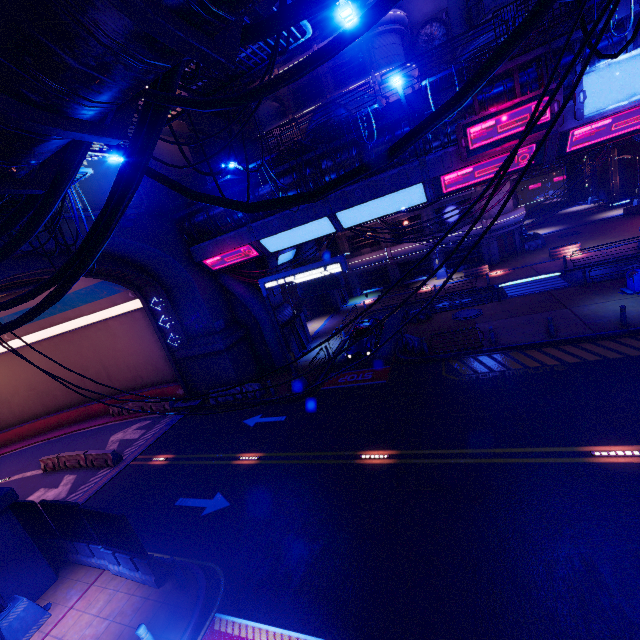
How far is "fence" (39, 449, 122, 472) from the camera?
18.8 meters

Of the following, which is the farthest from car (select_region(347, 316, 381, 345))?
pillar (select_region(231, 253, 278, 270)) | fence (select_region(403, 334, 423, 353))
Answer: pillar (select_region(231, 253, 278, 270))

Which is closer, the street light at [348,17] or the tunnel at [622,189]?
the street light at [348,17]

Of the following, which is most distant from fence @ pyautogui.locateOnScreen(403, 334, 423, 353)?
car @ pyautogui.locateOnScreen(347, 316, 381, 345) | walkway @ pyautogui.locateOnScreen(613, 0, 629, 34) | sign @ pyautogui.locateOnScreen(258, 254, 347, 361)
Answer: walkway @ pyautogui.locateOnScreen(613, 0, 629, 34)

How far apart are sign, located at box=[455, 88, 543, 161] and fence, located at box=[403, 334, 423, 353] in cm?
965

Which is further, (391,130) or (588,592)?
(391,130)

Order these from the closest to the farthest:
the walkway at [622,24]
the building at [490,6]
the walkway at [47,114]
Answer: the walkway at [47,114] < the walkway at [622,24] < the building at [490,6]

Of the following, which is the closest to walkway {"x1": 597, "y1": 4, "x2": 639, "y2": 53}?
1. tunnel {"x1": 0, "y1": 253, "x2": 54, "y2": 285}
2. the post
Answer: tunnel {"x1": 0, "y1": 253, "x2": 54, "y2": 285}
